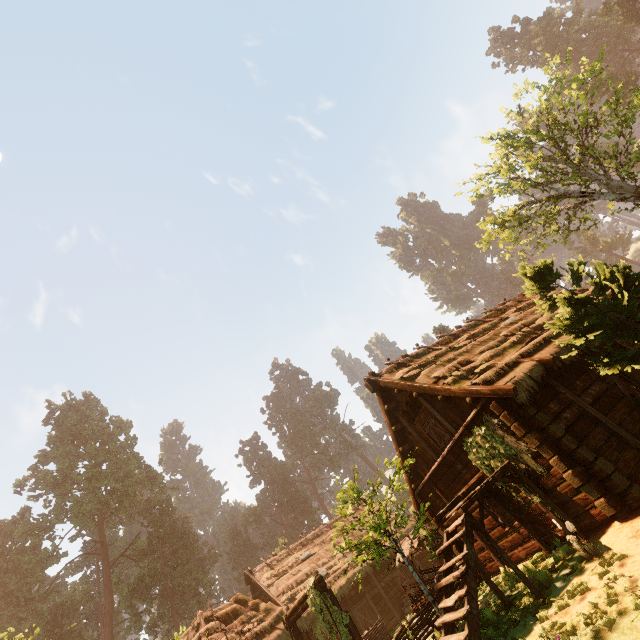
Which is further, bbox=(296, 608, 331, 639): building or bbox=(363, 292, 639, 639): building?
bbox=(296, 608, 331, 639): building

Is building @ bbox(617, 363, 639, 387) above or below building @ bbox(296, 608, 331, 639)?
below

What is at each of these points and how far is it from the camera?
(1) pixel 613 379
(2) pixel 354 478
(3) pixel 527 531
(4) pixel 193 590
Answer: (1) bp, 10.0 meters
(2) treerock, 12.8 meters
(3) building, 9.2 meters
(4) treerock, 46.6 meters

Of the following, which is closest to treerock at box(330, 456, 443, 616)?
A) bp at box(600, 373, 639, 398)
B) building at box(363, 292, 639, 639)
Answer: building at box(363, 292, 639, 639)

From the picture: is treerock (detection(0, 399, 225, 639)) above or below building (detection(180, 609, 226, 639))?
above

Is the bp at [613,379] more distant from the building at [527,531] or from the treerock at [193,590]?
the treerock at [193,590]

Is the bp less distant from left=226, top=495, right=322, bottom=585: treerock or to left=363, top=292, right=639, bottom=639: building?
left=363, top=292, right=639, bottom=639: building

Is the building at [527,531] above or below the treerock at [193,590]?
below
